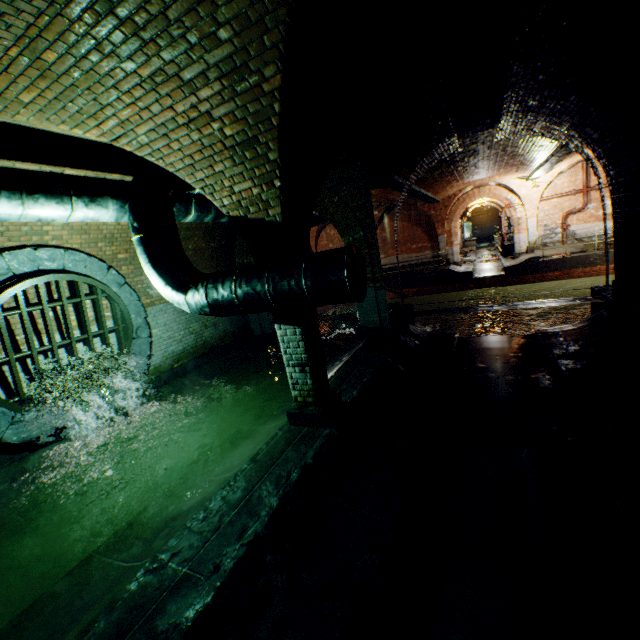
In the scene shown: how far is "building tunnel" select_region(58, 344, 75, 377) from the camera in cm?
608

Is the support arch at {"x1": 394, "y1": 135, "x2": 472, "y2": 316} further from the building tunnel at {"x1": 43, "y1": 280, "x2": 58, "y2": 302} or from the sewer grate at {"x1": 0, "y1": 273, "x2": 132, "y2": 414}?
the sewer grate at {"x1": 0, "y1": 273, "x2": 132, "y2": 414}

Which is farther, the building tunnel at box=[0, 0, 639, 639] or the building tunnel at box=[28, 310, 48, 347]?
the building tunnel at box=[28, 310, 48, 347]

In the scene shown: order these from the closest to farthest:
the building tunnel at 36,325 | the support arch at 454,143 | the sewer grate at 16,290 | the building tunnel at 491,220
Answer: the sewer grate at 16,290
the building tunnel at 36,325
the support arch at 454,143
the building tunnel at 491,220

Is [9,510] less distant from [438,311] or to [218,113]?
[218,113]

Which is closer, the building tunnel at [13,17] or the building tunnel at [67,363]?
the building tunnel at [13,17]

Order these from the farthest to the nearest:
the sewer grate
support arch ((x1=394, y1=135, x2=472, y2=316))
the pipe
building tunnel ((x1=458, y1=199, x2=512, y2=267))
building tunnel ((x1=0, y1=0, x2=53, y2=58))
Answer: building tunnel ((x1=458, y1=199, x2=512, y2=267)) → support arch ((x1=394, y1=135, x2=472, y2=316)) → the sewer grate → the pipe → building tunnel ((x1=0, y1=0, x2=53, y2=58))
